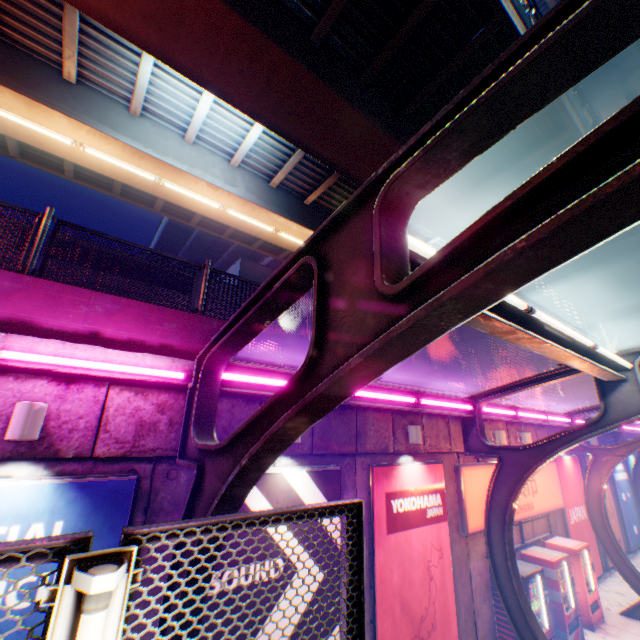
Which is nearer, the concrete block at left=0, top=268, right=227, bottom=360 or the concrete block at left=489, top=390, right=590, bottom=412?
the concrete block at left=0, top=268, right=227, bottom=360

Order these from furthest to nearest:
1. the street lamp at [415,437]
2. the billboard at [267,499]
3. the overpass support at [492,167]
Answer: the overpass support at [492,167] → the street lamp at [415,437] → the billboard at [267,499]

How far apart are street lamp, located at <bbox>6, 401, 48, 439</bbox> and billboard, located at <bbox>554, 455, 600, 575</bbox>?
16.1m

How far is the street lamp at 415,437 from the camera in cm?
768

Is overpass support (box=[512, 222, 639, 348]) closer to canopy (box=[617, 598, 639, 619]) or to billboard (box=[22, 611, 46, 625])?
canopy (box=[617, 598, 639, 619])

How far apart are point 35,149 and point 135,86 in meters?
6.4 m

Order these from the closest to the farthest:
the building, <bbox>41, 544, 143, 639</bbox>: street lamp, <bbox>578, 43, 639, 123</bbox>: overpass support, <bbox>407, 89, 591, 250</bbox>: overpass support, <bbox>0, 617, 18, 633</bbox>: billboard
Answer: <bbox>41, 544, 143, 639</bbox>: street lamp → <bbox>0, 617, 18, 633</bbox>: billboard → <bbox>407, 89, 591, 250</bbox>: overpass support → <bbox>578, 43, 639, 123</bbox>: overpass support → the building

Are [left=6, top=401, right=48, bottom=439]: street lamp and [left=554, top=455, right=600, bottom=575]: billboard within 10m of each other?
no
